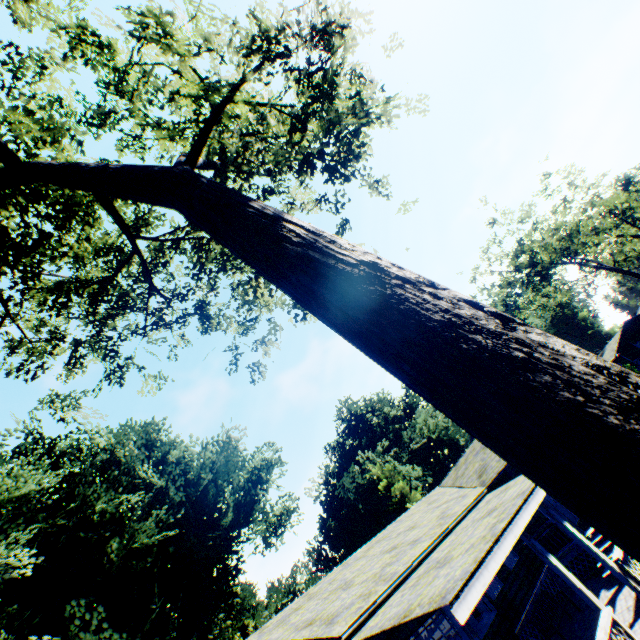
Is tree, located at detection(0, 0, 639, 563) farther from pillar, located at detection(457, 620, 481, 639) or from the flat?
the flat

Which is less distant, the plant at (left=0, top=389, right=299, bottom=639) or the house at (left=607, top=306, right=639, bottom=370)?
the plant at (left=0, top=389, right=299, bottom=639)

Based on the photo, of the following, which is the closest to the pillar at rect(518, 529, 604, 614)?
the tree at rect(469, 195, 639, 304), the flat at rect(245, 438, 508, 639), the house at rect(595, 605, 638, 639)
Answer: the house at rect(595, 605, 638, 639)

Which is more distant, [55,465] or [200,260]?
[55,465]

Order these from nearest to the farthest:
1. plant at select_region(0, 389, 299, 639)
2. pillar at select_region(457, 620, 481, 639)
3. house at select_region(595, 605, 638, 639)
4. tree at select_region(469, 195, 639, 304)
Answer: pillar at select_region(457, 620, 481, 639), house at select_region(595, 605, 638, 639), plant at select_region(0, 389, 299, 639), tree at select_region(469, 195, 639, 304)

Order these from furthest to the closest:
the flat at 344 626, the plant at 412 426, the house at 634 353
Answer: the house at 634 353 → the plant at 412 426 → the flat at 344 626

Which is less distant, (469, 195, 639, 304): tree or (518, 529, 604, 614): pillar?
(518, 529, 604, 614): pillar

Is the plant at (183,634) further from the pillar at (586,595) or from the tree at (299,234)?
the pillar at (586,595)
